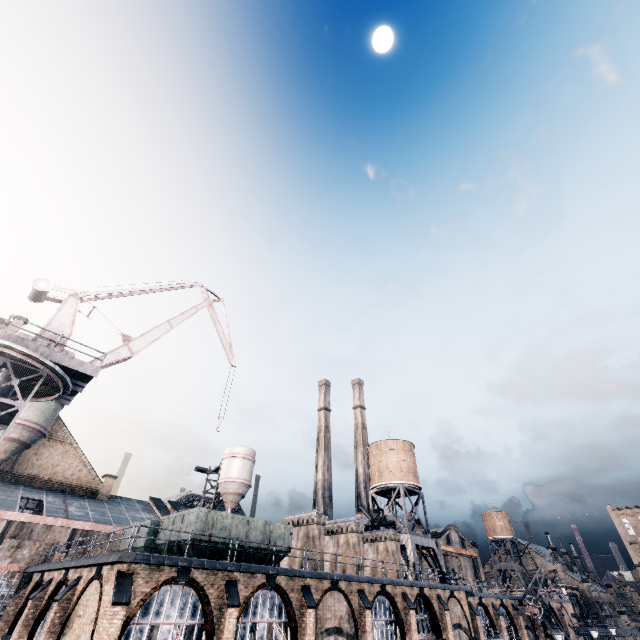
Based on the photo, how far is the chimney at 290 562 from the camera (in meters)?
27.61

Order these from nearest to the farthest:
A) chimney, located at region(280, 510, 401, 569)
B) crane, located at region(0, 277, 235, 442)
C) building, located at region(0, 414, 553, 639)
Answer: building, located at region(0, 414, 553, 639) → crane, located at region(0, 277, 235, 442) → chimney, located at region(280, 510, 401, 569)

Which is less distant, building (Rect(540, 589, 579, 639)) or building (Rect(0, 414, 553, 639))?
building (Rect(0, 414, 553, 639))

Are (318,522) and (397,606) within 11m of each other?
yes

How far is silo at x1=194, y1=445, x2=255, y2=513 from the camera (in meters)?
46.37

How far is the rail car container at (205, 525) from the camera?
20.1 meters

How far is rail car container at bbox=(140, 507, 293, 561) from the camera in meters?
20.1
